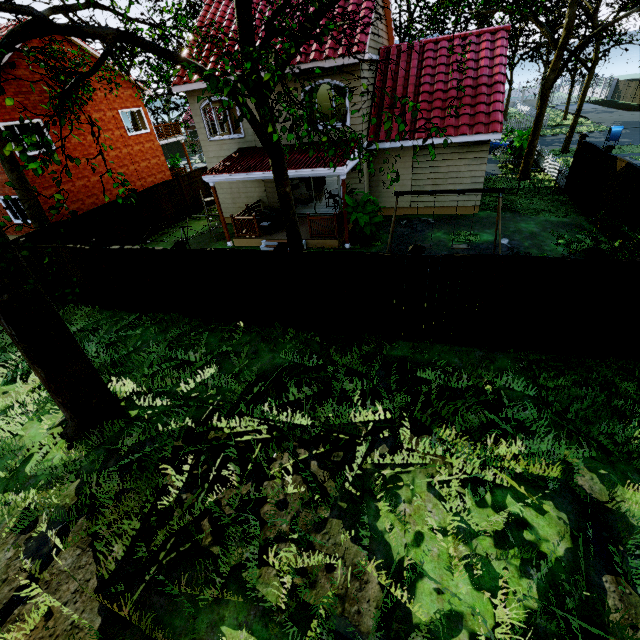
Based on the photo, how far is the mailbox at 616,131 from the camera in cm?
2184

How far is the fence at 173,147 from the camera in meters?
44.8

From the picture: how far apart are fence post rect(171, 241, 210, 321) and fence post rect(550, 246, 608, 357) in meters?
8.8 m

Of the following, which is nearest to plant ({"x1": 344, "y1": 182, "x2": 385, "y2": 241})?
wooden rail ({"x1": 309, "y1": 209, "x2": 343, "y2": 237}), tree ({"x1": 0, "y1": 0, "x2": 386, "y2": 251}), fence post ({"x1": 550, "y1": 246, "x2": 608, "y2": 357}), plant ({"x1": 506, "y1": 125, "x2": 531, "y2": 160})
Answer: wooden rail ({"x1": 309, "y1": 209, "x2": 343, "y2": 237})

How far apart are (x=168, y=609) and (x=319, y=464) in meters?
2.8 m

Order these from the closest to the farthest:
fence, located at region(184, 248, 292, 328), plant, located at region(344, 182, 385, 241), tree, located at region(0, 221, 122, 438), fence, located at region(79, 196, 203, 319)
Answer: tree, located at region(0, 221, 122, 438) < fence, located at region(184, 248, 292, 328) < fence, located at region(79, 196, 203, 319) < plant, located at region(344, 182, 385, 241)

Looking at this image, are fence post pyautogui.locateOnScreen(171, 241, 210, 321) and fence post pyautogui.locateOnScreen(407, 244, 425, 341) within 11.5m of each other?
yes

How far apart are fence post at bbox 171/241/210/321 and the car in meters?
24.3 m
